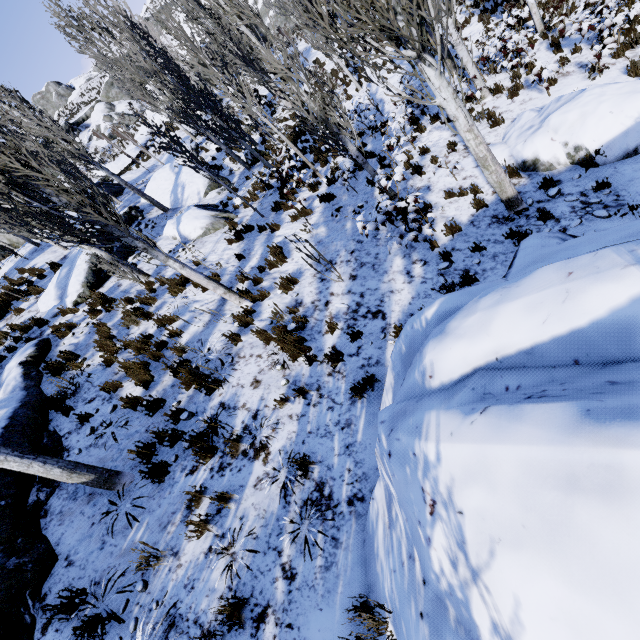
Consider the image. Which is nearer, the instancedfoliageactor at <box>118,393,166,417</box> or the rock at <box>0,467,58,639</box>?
the rock at <box>0,467,58,639</box>

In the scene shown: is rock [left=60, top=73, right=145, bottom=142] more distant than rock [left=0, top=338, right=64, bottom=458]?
Yes

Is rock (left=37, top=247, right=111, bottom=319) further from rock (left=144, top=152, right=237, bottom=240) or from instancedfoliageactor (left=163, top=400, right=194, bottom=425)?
rock (left=144, top=152, right=237, bottom=240)

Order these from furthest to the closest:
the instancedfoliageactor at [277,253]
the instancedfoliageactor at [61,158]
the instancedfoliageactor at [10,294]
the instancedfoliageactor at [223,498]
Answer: the instancedfoliageactor at [10,294] → the instancedfoliageactor at [277,253] → the instancedfoliageactor at [61,158] → the instancedfoliageactor at [223,498]

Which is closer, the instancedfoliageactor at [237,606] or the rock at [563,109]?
the instancedfoliageactor at [237,606]

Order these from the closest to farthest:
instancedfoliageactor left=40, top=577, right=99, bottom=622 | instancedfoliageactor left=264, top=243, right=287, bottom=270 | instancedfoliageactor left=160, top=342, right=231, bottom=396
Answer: instancedfoliageactor left=40, top=577, right=99, bottom=622
instancedfoliageactor left=160, top=342, right=231, bottom=396
instancedfoliageactor left=264, top=243, right=287, bottom=270

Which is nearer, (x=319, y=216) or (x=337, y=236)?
(x=337, y=236)

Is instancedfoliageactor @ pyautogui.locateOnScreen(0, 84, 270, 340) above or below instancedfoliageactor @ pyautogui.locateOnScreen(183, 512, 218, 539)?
above
